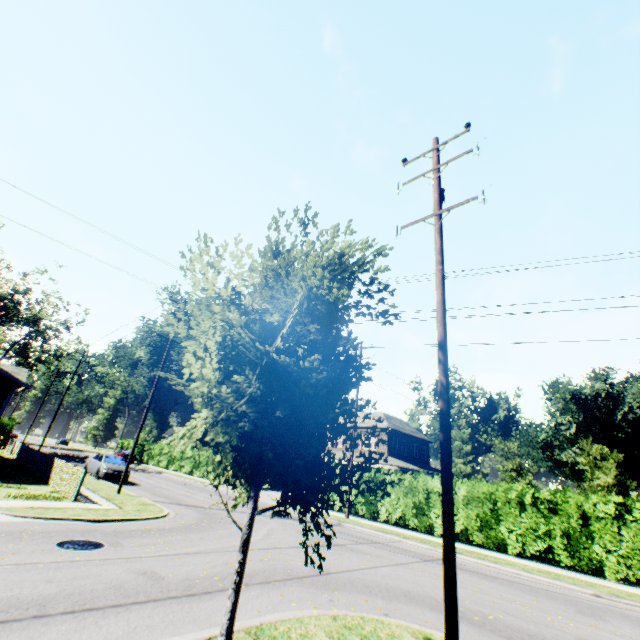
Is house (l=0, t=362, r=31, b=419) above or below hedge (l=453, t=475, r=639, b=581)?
above

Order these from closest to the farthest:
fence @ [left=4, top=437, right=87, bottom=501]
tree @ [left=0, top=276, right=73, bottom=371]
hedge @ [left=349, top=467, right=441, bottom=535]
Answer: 1. fence @ [left=4, top=437, right=87, bottom=501]
2. hedge @ [left=349, top=467, right=441, bottom=535]
3. tree @ [left=0, top=276, right=73, bottom=371]

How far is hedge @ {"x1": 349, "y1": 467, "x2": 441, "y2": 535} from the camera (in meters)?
18.56

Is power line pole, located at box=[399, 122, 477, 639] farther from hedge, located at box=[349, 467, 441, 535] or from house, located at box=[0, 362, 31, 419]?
house, located at box=[0, 362, 31, 419]

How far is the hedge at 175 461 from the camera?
35.5 meters

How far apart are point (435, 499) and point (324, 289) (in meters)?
17.69

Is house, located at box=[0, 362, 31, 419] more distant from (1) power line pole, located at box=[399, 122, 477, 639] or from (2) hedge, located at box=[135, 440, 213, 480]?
(1) power line pole, located at box=[399, 122, 477, 639]

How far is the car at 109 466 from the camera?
21.6m
